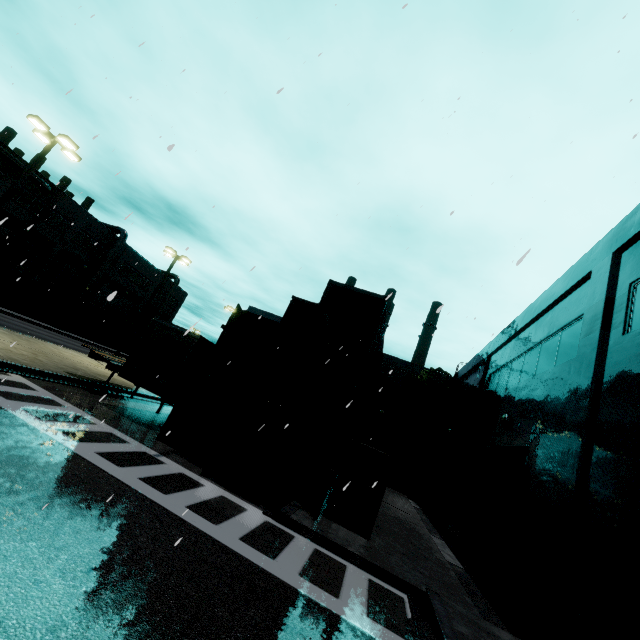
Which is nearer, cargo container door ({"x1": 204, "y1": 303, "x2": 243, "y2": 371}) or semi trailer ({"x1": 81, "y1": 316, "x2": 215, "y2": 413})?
cargo container door ({"x1": 204, "y1": 303, "x2": 243, "y2": 371})

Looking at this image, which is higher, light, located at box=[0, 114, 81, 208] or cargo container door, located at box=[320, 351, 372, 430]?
light, located at box=[0, 114, 81, 208]

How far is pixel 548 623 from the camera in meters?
6.6 m

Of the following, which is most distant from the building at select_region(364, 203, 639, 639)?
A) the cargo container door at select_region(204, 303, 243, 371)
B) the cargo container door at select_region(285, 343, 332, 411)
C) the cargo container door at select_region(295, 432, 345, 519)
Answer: the cargo container door at select_region(204, 303, 243, 371)

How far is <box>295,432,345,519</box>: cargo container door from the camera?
9.5m

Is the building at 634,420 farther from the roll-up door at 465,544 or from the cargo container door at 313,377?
the cargo container door at 313,377

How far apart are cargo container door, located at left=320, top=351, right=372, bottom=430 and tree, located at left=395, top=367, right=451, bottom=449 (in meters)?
19.58

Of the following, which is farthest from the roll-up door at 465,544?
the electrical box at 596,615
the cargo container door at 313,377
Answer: the cargo container door at 313,377
